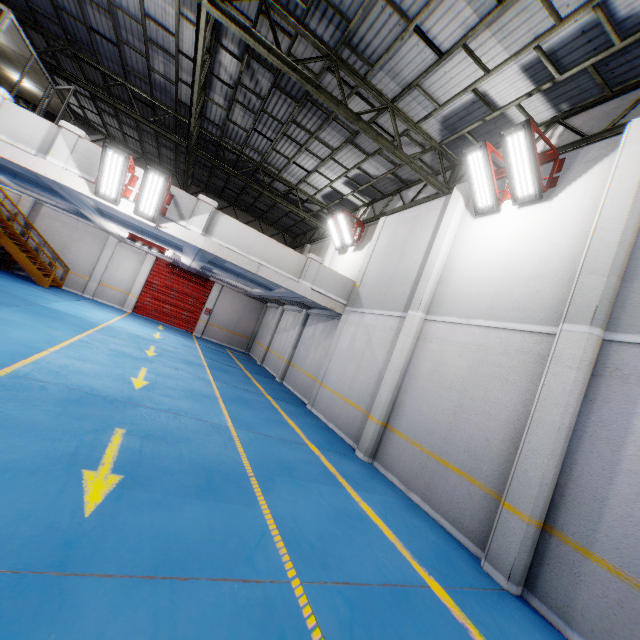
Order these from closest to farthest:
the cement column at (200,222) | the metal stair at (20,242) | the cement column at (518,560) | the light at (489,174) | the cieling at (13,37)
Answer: the cement column at (518,560) → the light at (489,174) → the cieling at (13,37) → the cement column at (200,222) → the metal stair at (20,242)

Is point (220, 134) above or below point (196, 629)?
above

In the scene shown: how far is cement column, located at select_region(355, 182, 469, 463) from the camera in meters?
8.3

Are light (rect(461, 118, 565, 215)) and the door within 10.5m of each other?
no

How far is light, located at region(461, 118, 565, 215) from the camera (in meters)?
6.60

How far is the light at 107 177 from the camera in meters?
8.1

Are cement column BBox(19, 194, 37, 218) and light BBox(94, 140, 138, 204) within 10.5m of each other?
no

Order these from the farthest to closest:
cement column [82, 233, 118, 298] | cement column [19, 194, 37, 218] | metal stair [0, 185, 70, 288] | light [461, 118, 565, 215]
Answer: cement column [82, 233, 118, 298] → cement column [19, 194, 37, 218] → metal stair [0, 185, 70, 288] → light [461, 118, 565, 215]
